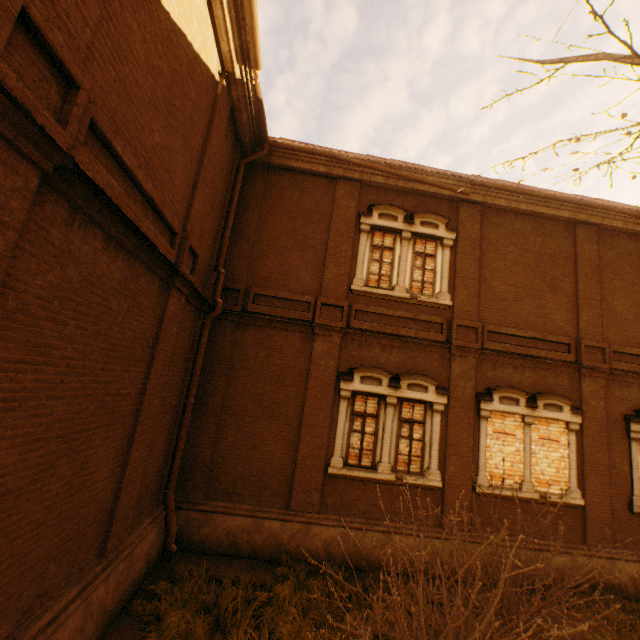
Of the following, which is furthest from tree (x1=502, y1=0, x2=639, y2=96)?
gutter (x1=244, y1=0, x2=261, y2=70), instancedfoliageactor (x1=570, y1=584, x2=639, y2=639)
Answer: gutter (x1=244, y1=0, x2=261, y2=70)

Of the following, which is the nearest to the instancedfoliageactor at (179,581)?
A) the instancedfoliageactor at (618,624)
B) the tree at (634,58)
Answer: the instancedfoliageactor at (618,624)

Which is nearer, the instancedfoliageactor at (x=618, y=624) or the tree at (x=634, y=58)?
the tree at (x=634, y=58)

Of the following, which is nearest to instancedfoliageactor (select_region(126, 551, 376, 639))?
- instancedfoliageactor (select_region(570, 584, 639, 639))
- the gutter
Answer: instancedfoliageactor (select_region(570, 584, 639, 639))

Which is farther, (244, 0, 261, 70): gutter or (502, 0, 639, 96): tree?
(244, 0, 261, 70): gutter

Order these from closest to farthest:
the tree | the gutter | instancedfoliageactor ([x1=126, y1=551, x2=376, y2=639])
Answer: the tree < instancedfoliageactor ([x1=126, y1=551, x2=376, y2=639]) < the gutter

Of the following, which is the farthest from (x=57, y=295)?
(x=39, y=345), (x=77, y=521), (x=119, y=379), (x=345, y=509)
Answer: (x=345, y=509)

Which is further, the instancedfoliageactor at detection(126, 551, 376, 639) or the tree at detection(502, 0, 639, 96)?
the instancedfoliageactor at detection(126, 551, 376, 639)
